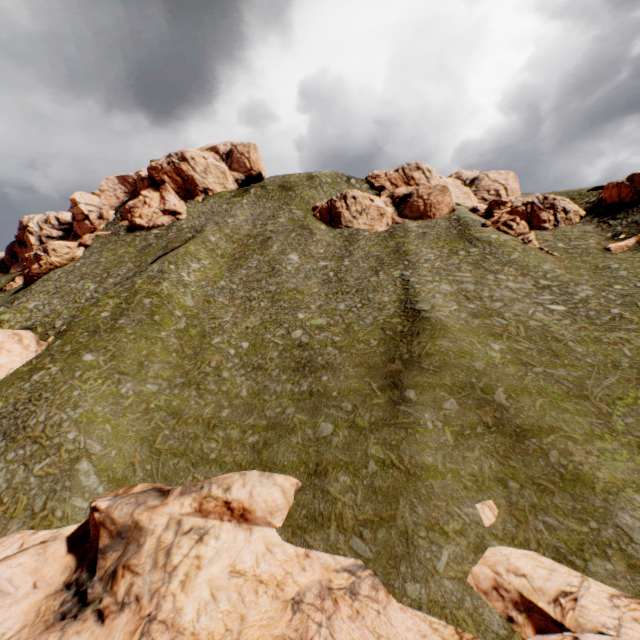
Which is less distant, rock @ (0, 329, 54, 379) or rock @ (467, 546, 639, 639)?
rock @ (467, 546, 639, 639)

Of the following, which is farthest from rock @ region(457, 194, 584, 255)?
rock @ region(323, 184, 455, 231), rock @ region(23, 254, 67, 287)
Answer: rock @ region(23, 254, 67, 287)

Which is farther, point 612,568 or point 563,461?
point 563,461

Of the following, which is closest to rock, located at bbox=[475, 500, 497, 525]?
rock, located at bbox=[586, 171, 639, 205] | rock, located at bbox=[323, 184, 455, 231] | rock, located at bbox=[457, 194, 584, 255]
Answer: rock, located at bbox=[586, 171, 639, 205]

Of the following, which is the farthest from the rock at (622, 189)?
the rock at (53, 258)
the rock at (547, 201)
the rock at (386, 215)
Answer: the rock at (53, 258)

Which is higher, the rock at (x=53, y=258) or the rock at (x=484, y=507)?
the rock at (x=53, y=258)

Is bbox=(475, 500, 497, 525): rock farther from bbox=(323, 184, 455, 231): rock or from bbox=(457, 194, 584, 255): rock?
bbox=(457, 194, 584, 255): rock

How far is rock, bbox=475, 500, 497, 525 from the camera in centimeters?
1565cm
